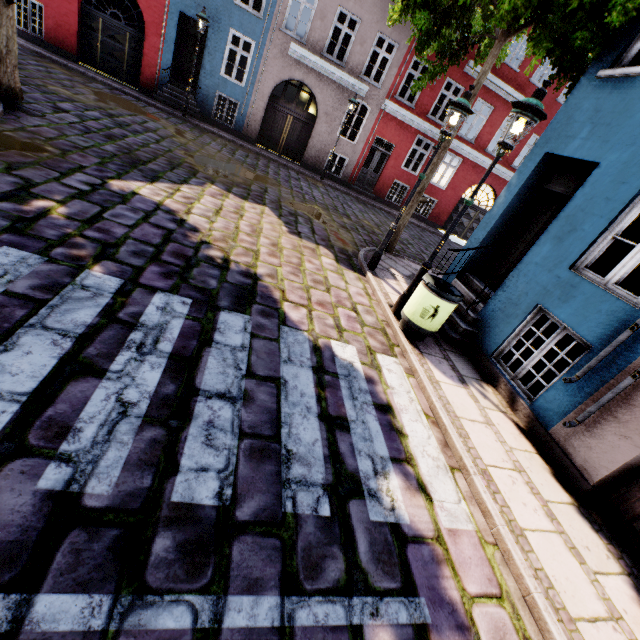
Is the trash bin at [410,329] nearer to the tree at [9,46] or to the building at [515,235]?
the building at [515,235]

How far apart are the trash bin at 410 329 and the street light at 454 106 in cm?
206

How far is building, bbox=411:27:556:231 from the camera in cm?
1595

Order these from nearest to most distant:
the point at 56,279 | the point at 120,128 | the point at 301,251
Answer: the point at 56,279, the point at 301,251, the point at 120,128

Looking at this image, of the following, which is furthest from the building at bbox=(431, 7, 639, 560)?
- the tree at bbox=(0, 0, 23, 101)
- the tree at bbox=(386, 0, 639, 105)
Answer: the tree at bbox=(0, 0, 23, 101)

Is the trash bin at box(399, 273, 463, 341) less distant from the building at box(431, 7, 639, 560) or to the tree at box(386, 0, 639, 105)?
the building at box(431, 7, 639, 560)

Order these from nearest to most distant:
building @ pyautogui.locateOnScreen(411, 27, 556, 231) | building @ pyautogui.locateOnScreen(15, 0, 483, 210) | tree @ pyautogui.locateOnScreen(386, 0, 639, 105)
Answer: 1. tree @ pyautogui.locateOnScreen(386, 0, 639, 105)
2. building @ pyautogui.locateOnScreen(15, 0, 483, 210)
3. building @ pyautogui.locateOnScreen(411, 27, 556, 231)

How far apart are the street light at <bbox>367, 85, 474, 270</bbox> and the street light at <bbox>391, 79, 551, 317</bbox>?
1.5m
